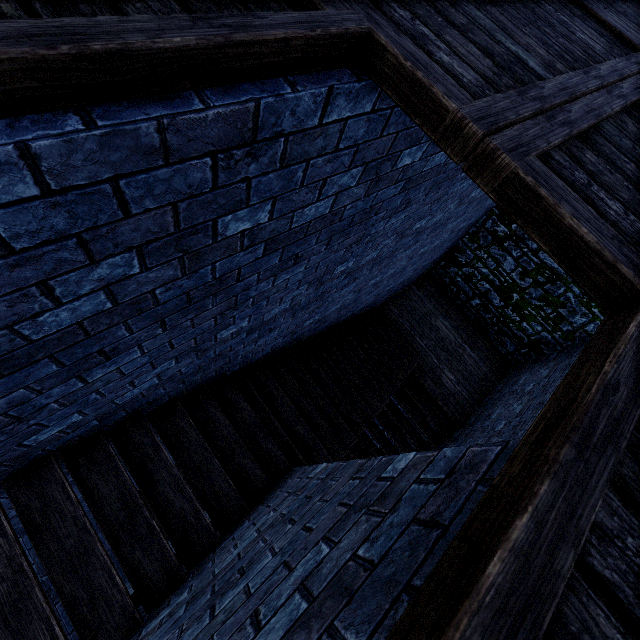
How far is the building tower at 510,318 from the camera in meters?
7.9

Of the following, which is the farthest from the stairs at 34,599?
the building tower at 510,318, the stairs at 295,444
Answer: the building tower at 510,318

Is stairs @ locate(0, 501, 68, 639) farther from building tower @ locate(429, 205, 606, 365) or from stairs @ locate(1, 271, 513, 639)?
building tower @ locate(429, 205, 606, 365)

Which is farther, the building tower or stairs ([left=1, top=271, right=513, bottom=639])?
the building tower

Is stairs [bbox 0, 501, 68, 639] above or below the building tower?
above

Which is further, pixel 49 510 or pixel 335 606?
pixel 49 510

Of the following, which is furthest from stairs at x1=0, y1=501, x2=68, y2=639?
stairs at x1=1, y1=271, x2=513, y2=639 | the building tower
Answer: the building tower
